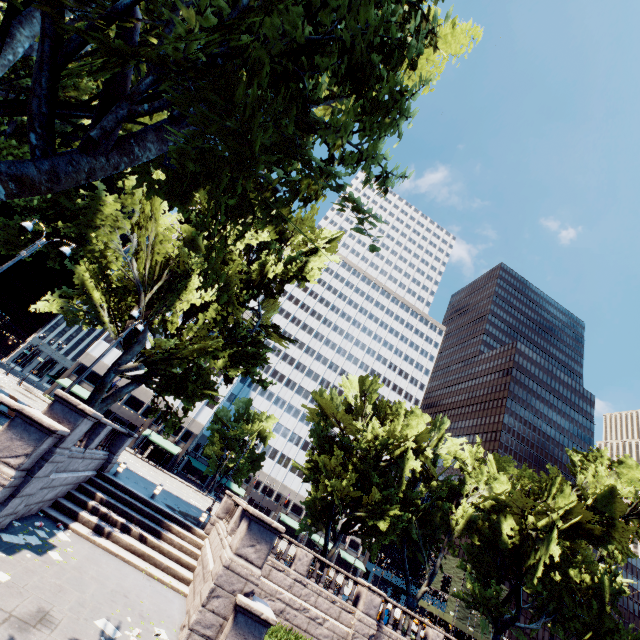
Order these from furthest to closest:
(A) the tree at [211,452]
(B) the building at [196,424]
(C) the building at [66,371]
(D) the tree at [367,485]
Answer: (A) the tree at [211,452] < (B) the building at [196,424] < (C) the building at [66,371] < (D) the tree at [367,485]

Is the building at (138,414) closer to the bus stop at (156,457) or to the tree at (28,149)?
the tree at (28,149)

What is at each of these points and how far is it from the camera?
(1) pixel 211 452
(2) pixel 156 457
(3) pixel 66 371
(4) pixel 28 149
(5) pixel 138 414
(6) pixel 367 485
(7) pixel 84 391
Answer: (1) tree, 57.8m
(2) bus stop, 49.6m
(3) building, 54.8m
(4) tree, 18.8m
(5) building, 56.1m
(6) tree, 27.8m
(7) building, 53.9m

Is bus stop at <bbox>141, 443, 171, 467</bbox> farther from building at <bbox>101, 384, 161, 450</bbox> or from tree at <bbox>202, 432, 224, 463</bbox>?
tree at <bbox>202, 432, 224, 463</bbox>

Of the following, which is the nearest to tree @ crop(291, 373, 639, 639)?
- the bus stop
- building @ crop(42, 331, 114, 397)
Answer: building @ crop(42, 331, 114, 397)
